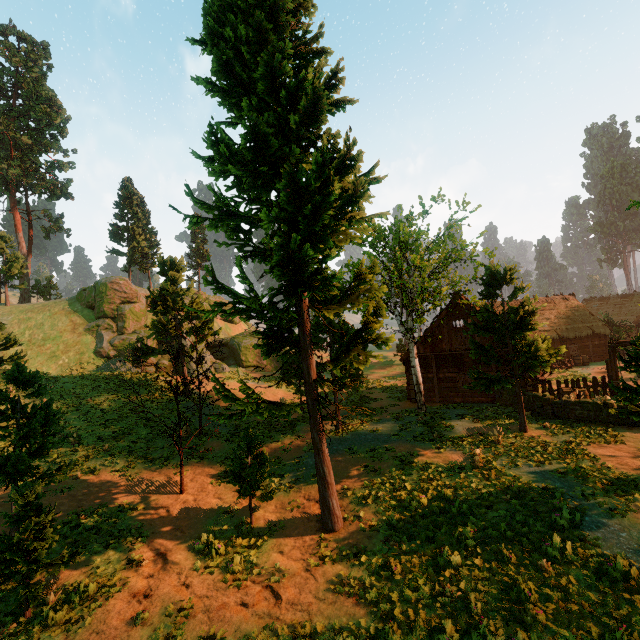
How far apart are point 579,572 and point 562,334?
34.0m

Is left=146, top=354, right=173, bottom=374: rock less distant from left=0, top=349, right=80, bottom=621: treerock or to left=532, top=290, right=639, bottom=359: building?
left=0, top=349, right=80, bottom=621: treerock

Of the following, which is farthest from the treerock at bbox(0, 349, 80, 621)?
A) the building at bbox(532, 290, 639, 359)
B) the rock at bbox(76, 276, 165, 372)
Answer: the rock at bbox(76, 276, 165, 372)

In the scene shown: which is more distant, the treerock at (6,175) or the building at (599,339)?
the treerock at (6,175)

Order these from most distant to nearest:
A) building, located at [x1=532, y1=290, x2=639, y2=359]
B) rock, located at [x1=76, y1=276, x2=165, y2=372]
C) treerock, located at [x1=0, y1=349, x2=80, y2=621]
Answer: building, located at [x1=532, y1=290, x2=639, y2=359], rock, located at [x1=76, y1=276, x2=165, y2=372], treerock, located at [x1=0, y1=349, x2=80, y2=621]

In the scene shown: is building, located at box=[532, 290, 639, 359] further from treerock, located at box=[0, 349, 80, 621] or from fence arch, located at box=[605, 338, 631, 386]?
fence arch, located at box=[605, 338, 631, 386]

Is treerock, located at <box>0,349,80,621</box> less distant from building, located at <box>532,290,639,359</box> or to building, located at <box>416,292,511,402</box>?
building, located at <box>532,290,639,359</box>

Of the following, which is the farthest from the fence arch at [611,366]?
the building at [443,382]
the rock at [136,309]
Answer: the rock at [136,309]
